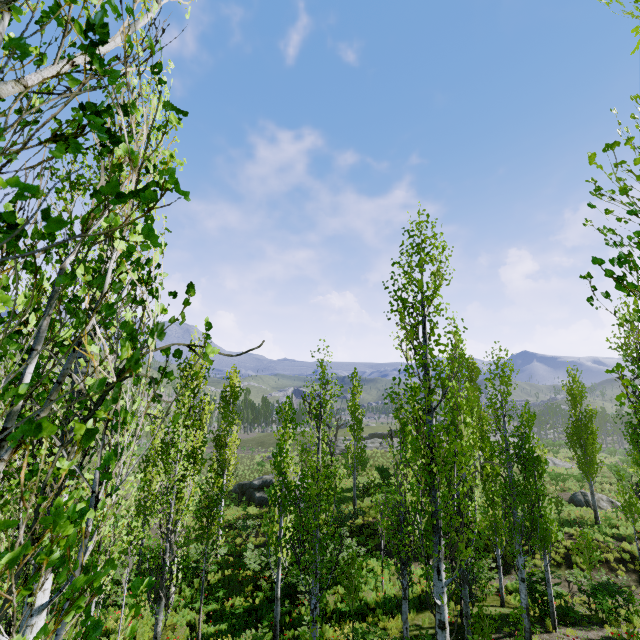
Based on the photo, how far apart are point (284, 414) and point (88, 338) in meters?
12.1 m

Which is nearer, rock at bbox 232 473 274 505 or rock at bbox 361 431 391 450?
rock at bbox 232 473 274 505

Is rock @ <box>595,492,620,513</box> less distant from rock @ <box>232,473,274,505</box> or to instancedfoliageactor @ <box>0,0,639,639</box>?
instancedfoliageactor @ <box>0,0,639,639</box>

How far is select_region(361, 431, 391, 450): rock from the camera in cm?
4605

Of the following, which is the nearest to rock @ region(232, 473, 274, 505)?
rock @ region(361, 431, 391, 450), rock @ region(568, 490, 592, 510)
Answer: rock @ region(568, 490, 592, 510)

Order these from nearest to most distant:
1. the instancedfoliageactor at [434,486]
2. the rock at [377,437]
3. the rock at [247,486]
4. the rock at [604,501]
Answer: the instancedfoliageactor at [434,486] → the rock at [604,501] → the rock at [247,486] → the rock at [377,437]

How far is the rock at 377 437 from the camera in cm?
4605
